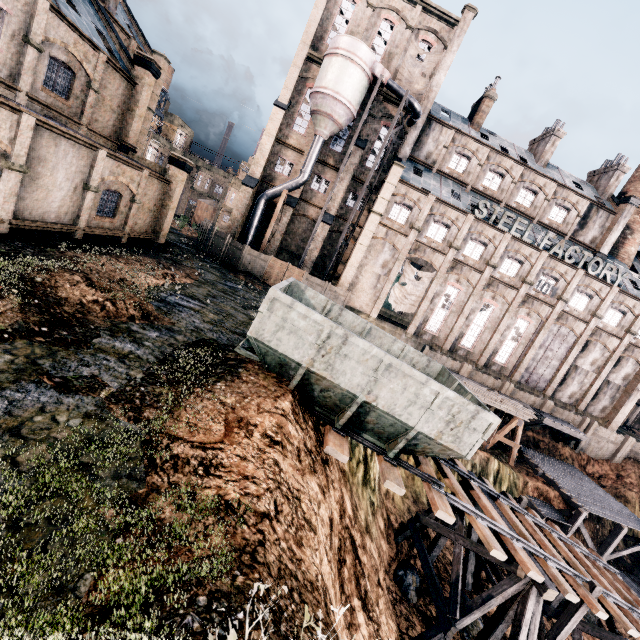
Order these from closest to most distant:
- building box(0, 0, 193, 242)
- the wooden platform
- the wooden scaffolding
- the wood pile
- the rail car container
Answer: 1. the rail car container
2. building box(0, 0, 193, 242)
3. the wooden scaffolding
4. the wood pile
5. the wooden platform

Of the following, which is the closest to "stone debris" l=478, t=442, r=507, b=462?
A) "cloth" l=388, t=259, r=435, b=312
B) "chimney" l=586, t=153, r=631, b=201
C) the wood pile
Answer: the wood pile

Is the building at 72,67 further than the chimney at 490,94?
No

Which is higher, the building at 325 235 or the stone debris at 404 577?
the building at 325 235

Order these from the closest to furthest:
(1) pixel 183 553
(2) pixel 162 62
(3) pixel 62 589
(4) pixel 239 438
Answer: (3) pixel 62 589 → (1) pixel 183 553 → (4) pixel 239 438 → (2) pixel 162 62

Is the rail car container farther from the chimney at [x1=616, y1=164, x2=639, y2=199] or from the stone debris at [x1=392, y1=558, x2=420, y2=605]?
the chimney at [x1=616, y1=164, x2=639, y2=199]

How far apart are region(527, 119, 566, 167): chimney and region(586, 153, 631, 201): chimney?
7.5 meters

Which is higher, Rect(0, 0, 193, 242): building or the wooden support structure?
Rect(0, 0, 193, 242): building
